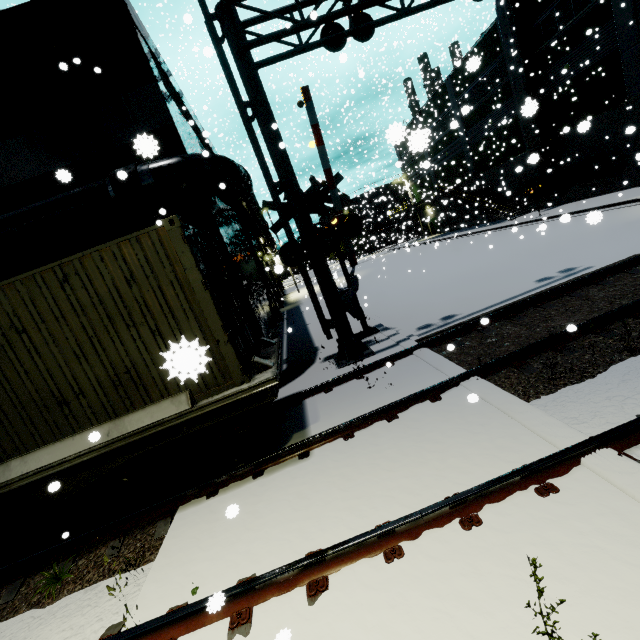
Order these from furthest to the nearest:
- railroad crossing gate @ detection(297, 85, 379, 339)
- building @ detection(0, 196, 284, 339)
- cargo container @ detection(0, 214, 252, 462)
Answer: railroad crossing gate @ detection(297, 85, 379, 339)
building @ detection(0, 196, 284, 339)
cargo container @ detection(0, 214, 252, 462)

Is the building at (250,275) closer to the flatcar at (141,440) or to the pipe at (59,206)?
the pipe at (59,206)

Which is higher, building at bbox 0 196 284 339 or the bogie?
building at bbox 0 196 284 339

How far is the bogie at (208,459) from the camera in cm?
500

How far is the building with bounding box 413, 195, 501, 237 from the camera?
33.9 meters

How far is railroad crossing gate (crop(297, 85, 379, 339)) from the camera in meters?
9.4 m

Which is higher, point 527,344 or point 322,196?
point 322,196

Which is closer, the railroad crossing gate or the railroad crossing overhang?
the railroad crossing overhang
